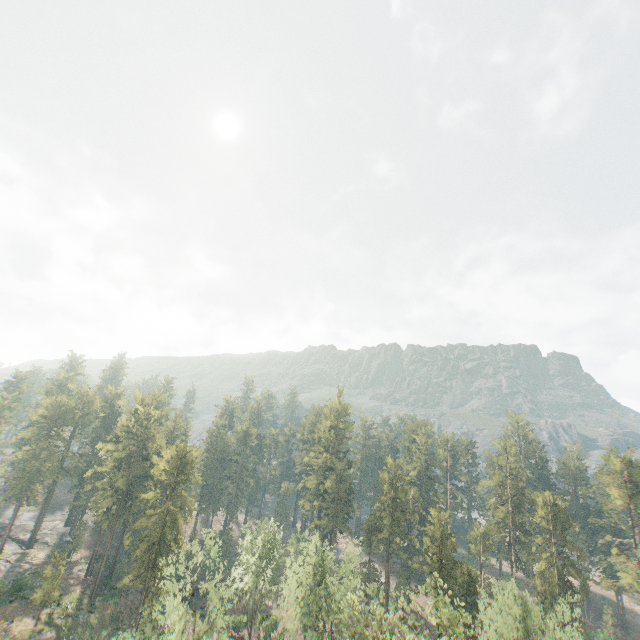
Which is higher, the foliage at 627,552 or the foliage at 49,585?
the foliage at 627,552

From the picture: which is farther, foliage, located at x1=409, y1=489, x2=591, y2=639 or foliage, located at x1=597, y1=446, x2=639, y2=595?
foliage, located at x1=597, y1=446, x2=639, y2=595

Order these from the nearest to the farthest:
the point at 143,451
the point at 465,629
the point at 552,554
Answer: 1. the point at 465,629
2. the point at 552,554
3. the point at 143,451

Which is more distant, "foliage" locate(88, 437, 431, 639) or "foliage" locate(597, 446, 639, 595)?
"foliage" locate(597, 446, 639, 595)

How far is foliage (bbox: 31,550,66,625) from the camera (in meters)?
44.62

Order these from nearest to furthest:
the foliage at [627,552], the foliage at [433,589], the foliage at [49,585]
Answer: the foliage at [433,589]
the foliage at [49,585]
the foliage at [627,552]

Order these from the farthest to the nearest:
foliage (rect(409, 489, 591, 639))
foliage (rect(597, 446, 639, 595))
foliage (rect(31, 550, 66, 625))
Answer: foliage (rect(597, 446, 639, 595)) → foliage (rect(31, 550, 66, 625)) → foliage (rect(409, 489, 591, 639))
